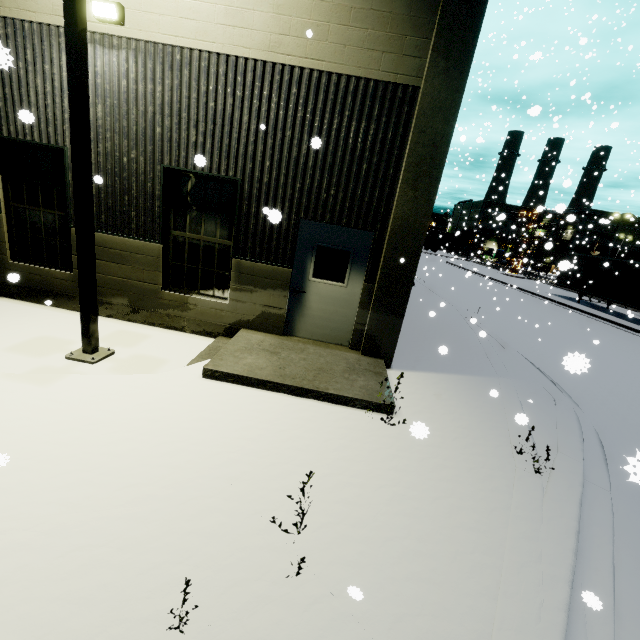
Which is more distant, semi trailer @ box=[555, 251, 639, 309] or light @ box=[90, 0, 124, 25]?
semi trailer @ box=[555, 251, 639, 309]

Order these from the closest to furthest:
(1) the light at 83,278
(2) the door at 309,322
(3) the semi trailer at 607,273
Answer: (1) the light at 83,278 → (2) the door at 309,322 → (3) the semi trailer at 607,273

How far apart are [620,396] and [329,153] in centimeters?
960cm

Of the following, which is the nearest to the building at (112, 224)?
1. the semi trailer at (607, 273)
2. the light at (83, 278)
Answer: the semi trailer at (607, 273)

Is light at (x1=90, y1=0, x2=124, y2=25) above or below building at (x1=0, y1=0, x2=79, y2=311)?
above

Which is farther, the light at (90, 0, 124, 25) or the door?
the door

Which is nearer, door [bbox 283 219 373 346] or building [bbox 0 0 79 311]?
building [bbox 0 0 79 311]

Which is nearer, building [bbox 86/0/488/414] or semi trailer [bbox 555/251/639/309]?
building [bbox 86/0/488/414]
